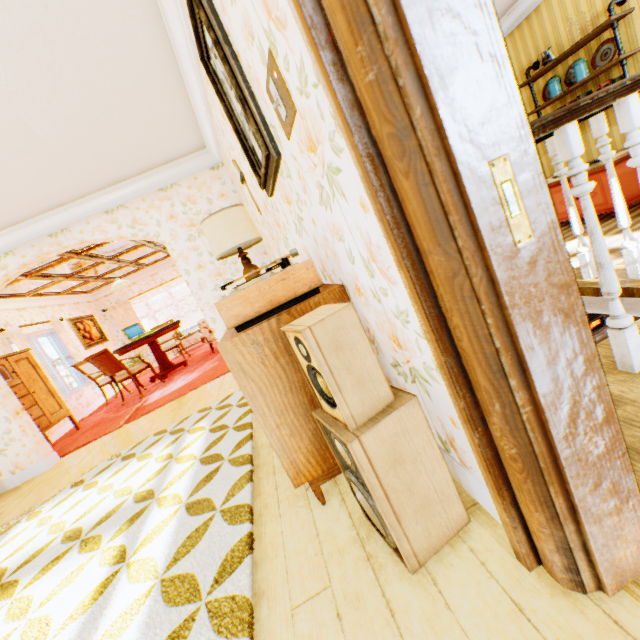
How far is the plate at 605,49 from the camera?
4.0m

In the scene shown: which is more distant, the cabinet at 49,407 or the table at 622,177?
the cabinet at 49,407

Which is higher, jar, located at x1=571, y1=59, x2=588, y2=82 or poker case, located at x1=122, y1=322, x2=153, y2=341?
jar, located at x1=571, y1=59, x2=588, y2=82

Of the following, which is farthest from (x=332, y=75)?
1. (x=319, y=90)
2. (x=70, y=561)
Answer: (x=70, y=561)

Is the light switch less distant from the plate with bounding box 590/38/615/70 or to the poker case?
the plate with bounding box 590/38/615/70

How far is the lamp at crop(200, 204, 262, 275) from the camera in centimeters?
245cm

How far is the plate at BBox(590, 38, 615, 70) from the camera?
4.0m

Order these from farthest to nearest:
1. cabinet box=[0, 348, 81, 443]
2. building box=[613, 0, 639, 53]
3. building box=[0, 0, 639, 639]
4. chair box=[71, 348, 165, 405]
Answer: chair box=[71, 348, 165, 405]
cabinet box=[0, 348, 81, 443]
building box=[613, 0, 639, 53]
building box=[0, 0, 639, 639]
